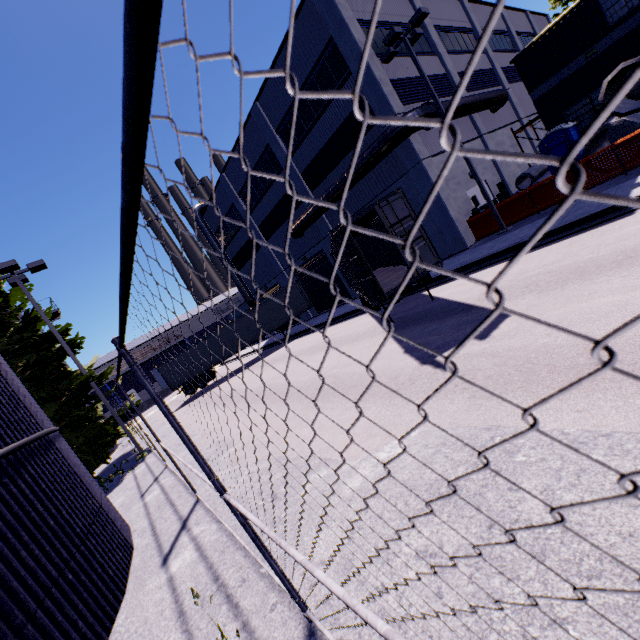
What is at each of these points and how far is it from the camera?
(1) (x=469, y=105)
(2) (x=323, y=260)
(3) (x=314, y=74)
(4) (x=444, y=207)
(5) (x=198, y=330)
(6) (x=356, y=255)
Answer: (1) vent duct, 17.67m
(2) roll-up door, 25.53m
(3) building, 17.97m
(4) building, 16.44m
(5) building, 54.44m
(6) cargo container door, 7.93m

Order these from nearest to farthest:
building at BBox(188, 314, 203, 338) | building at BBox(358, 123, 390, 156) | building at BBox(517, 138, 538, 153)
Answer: building at BBox(358, 123, 390, 156) < building at BBox(517, 138, 538, 153) < building at BBox(188, 314, 203, 338)

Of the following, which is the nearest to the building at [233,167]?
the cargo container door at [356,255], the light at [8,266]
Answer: the cargo container door at [356,255]

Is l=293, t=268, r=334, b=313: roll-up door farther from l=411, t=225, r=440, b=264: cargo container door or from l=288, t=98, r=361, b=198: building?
l=411, t=225, r=440, b=264: cargo container door

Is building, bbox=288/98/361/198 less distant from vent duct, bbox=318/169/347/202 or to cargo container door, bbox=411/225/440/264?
vent duct, bbox=318/169/347/202

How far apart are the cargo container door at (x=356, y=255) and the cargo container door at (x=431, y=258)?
0.9m

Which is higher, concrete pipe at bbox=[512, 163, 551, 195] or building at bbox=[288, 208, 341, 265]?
building at bbox=[288, 208, 341, 265]

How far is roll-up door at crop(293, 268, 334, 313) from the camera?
27.1 meters
